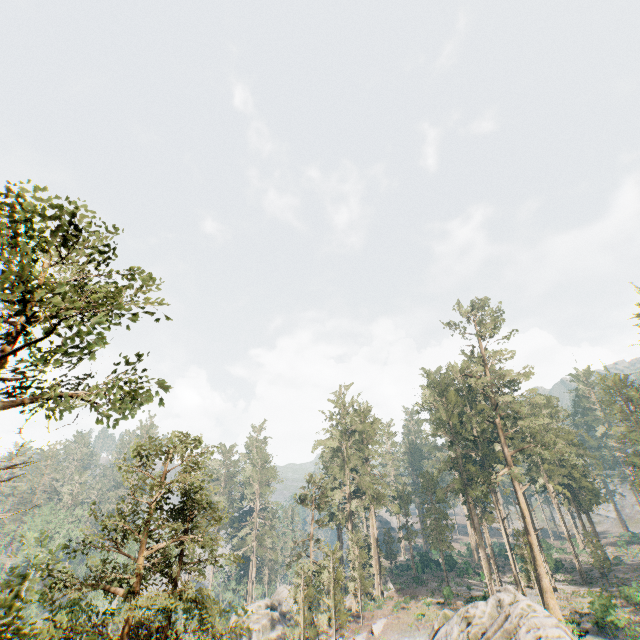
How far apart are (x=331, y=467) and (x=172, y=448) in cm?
4067

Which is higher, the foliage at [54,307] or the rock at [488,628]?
the foliage at [54,307]

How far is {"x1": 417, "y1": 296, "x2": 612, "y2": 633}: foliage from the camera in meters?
38.8 m

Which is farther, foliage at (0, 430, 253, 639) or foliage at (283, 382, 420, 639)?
foliage at (283, 382, 420, 639)

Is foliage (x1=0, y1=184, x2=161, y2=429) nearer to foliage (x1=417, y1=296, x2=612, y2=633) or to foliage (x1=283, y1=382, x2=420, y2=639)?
foliage (x1=417, y1=296, x2=612, y2=633)

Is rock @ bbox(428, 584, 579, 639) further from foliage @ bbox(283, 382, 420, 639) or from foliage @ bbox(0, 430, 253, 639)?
foliage @ bbox(283, 382, 420, 639)

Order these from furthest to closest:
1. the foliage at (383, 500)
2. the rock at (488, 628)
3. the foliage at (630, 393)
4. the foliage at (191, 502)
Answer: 1. the foliage at (630, 393)
2. the foliage at (383, 500)
3. the rock at (488, 628)
4. the foliage at (191, 502)

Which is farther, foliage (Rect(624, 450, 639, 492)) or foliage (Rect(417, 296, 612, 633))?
foliage (Rect(624, 450, 639, 492))
